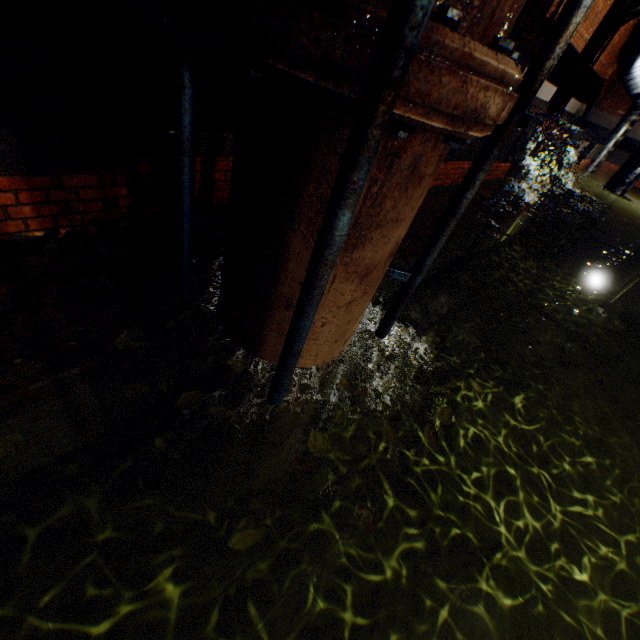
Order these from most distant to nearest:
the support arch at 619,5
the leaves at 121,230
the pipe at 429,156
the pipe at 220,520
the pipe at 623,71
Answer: the support arch at 619,5, the pipe at 623,71, the pipe at 220,520, the leaves at 121,230, the pipe at 429,156

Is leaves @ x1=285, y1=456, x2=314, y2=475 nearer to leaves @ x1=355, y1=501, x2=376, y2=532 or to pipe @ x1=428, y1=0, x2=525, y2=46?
leaves @ x1=355, y1=501, x2=376, y2=532

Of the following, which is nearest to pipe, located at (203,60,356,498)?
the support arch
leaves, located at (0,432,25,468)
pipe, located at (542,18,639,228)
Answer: leaves, located at (0,432,25,468)

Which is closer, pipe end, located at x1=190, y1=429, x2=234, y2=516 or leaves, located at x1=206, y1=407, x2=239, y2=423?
leaves, located at x1=206, y1=407, x2=239, y2=423

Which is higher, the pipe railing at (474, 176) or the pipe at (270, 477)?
the pipe railing at (474, 176)

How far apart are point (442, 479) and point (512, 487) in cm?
177

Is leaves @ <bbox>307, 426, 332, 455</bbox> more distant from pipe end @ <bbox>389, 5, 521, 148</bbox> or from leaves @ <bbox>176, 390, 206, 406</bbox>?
pipe end @ <bbox>389, 5, 521, 148</bbox>

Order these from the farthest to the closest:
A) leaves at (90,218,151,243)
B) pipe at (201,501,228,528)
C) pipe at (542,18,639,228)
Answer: pipe at (542,18,639,228), pipe at (201,501,228,528), leaves at (90,218,151,243)
